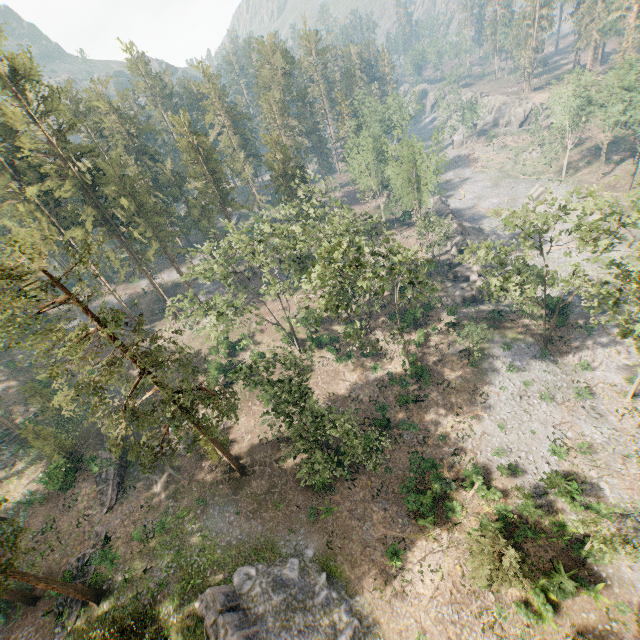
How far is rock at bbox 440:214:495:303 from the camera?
44.0 meters

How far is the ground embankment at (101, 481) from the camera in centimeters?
2756cm

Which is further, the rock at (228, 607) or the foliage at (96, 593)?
the rock at (228, 607)

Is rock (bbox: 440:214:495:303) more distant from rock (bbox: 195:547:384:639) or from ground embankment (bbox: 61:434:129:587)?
ground embankment (bbox: 61:434:129:587)

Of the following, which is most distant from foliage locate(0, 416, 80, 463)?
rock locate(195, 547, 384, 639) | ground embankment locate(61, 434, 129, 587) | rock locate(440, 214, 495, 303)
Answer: rock locate(440, 214, 495, 303)

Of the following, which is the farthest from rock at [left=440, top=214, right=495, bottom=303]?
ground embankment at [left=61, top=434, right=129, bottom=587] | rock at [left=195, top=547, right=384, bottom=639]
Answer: ground embankment at [left=61, top=434, right=129, bottom=587]

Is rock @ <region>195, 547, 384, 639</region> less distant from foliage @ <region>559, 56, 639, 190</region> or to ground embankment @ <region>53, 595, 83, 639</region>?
foliage @ <region>559, 56, 639, 190</region>

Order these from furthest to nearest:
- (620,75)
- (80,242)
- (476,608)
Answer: (620,75)
(80,242)
(476,608)
